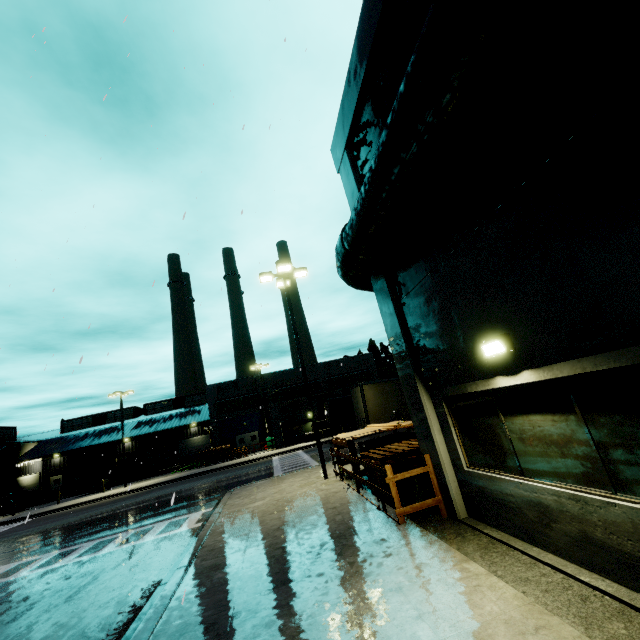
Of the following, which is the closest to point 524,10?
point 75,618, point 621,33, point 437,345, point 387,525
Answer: point 621,33

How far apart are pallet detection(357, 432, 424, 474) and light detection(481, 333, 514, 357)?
4.9 meters

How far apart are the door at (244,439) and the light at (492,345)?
43.2 meters

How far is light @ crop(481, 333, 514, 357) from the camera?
4.8 meters

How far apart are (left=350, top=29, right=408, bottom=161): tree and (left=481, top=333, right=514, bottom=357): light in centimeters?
394cm

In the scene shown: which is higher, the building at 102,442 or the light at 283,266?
the light at 283,266

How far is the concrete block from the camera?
36.50m

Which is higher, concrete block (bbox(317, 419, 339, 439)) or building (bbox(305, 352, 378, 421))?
building (bbox(305, 352, 378, 421))
